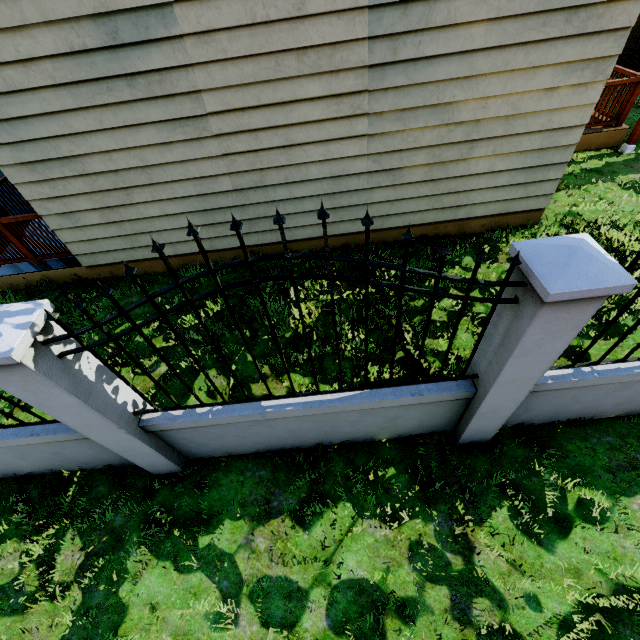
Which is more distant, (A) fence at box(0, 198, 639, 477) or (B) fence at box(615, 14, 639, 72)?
(B) fence at box(615, 14, 639, 72)

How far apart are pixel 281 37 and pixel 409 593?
5.57m

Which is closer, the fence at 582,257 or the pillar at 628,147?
the fence at 582,257

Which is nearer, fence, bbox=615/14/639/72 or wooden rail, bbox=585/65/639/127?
wooden rail, bbox=585/65/639/127

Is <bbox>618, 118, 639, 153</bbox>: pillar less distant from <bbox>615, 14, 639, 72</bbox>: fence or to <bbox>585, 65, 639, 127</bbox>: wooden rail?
<bbox>585, 65, 639, 127</bbox>: wooden rail

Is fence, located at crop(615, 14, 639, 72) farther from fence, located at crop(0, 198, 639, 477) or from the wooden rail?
the wooden rail

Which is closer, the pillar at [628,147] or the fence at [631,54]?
the pillar at [628,147]

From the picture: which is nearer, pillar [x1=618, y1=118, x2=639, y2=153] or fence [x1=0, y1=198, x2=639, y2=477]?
fence [x1=0, y1=198, x2=639, y2=477]
